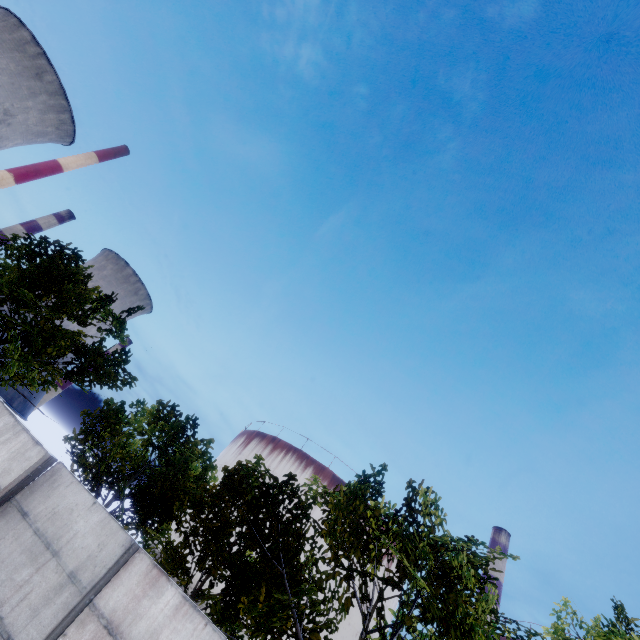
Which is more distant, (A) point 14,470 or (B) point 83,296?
(B) point 83,296

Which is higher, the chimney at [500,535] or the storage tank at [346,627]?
the chimney at [500,535]

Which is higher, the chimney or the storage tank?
the chimney

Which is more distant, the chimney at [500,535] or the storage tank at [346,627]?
the chimney at [500,535]

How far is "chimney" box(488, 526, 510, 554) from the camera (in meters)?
56.91

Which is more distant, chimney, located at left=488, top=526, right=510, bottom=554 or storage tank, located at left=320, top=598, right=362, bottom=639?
chimney, located at left=488, top=526, right=510, bottom=554
